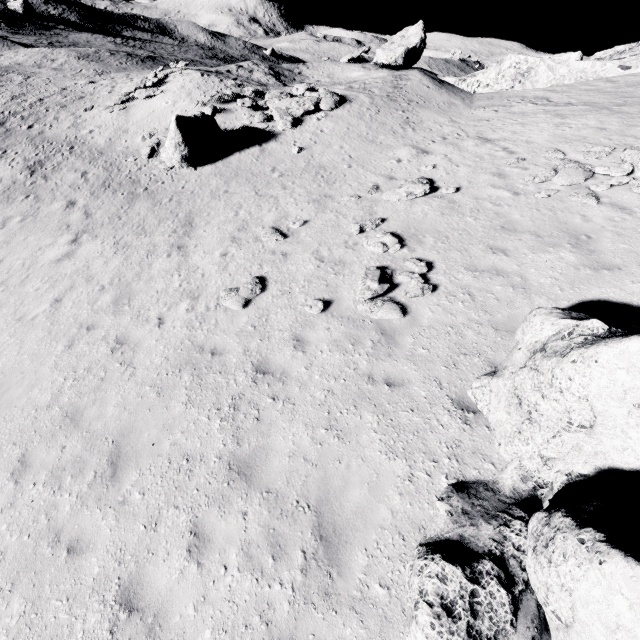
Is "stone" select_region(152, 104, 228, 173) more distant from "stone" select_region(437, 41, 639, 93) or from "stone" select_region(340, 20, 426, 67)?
"stone" select_region(437, 41, 639, 93)

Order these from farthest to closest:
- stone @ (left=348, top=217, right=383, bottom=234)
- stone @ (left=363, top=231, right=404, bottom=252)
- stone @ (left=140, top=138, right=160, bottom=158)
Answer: stone @ (left=140, top=138, right=160, bottom=158) < stone @ (left=348, top=217, right=383, bottom=234) < stone @ (left=363, top=231, right=404, bottom=252)

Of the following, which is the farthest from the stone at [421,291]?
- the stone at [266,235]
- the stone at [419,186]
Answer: the stone at [419,186]

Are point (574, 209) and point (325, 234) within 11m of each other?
yes

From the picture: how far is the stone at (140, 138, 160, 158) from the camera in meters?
17.6

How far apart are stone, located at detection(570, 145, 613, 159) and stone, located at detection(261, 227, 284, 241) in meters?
11.2 m

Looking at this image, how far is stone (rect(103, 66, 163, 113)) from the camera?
21.6 meters

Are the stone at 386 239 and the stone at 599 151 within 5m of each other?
no
